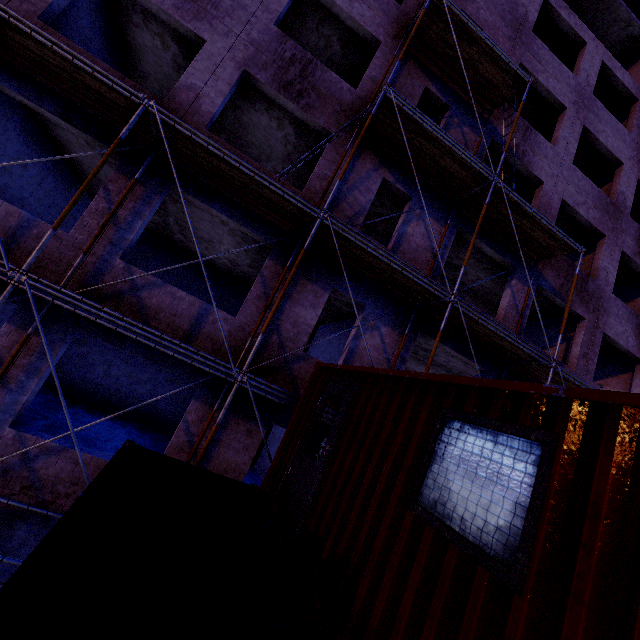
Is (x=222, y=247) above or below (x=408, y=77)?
below

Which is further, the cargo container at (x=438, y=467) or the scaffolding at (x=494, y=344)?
the scaffolding at (x=494, y=344)

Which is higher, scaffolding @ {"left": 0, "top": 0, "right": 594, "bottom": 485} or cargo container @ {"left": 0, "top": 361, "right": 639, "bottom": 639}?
scaffolding @ {"left": 0, "top": 0, "right": 594, "bottom": 485}

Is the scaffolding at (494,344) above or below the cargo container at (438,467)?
above

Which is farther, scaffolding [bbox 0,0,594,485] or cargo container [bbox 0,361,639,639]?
scaffolding [bbox 0,0,594,485]
